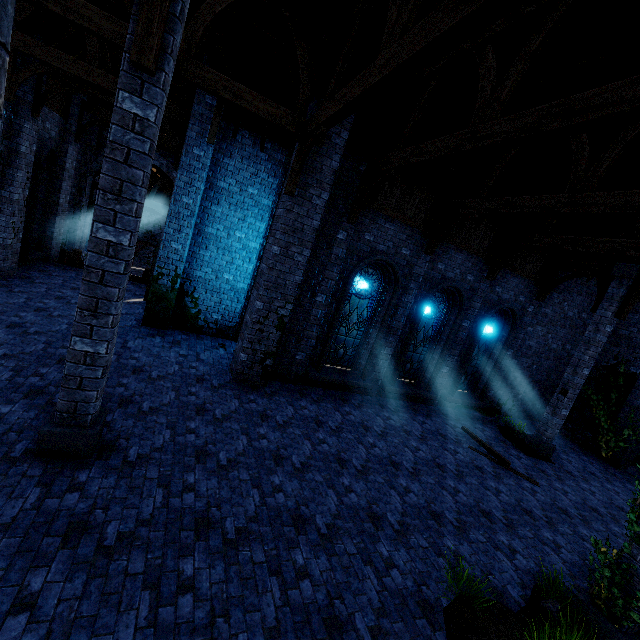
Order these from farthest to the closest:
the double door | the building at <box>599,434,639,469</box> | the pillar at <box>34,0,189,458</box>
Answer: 1. the double door
2. the building at <box>599,434,639,469</box>
3. the pillar at <box>34,0,189,458</box>

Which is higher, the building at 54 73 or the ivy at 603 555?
the building at 54 73

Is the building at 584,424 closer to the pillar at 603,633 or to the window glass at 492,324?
the pillar at 603,633

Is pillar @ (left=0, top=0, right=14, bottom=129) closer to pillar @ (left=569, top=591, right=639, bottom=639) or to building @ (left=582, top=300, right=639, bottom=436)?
building @ (left=582, top=300, right=639, bottom=436)

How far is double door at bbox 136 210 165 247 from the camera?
25.55m

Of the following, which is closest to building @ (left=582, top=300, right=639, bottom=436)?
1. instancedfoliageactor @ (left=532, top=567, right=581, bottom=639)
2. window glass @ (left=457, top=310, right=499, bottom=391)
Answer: window glass @ (left=457, top=310, right=499, bottom=391)

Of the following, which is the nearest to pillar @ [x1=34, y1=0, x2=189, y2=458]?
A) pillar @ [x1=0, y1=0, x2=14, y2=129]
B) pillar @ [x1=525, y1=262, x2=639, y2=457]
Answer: pillar @ [x1=0, y1=0, x2=14, y2=129]

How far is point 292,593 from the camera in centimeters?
407cm
